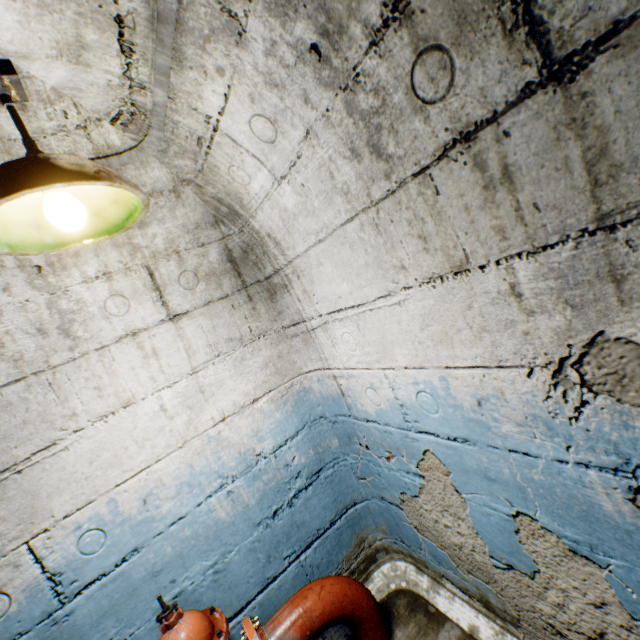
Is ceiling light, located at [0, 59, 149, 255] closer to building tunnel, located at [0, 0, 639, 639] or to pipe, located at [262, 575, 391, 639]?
building tunnel, located at [0, 0, 639, 639]

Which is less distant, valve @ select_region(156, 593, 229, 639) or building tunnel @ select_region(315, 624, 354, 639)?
valve @ select_region(156, 593, 229, 639)

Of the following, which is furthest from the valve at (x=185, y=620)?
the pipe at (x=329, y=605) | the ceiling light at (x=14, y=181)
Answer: the ceiling light at (x=14, y=181)

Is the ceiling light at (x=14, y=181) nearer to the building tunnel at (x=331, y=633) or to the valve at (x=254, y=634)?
the building tunnel at (x=331, y=633)

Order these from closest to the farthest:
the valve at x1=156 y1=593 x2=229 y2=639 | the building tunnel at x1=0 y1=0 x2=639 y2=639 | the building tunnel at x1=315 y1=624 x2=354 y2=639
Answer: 1. the building tunnel at x1=0 y1=0 x2=639 y2=639
2. the valve at x1=156 y1=593 x2=229 y2=639
3. the building tunnel at x1=315 y1=624 x2=354 y2=639

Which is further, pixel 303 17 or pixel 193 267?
pixel 193 267

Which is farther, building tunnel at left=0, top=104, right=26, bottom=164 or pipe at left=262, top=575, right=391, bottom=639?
pipe at left=262, top=575, right=391, bottom=639

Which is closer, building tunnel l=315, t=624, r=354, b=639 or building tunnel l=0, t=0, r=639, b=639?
building tunnel l=0, t=0, r=639, b=639
